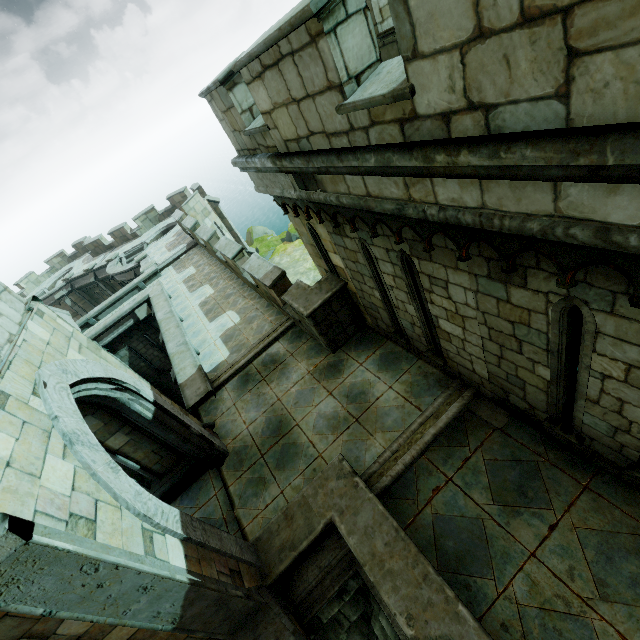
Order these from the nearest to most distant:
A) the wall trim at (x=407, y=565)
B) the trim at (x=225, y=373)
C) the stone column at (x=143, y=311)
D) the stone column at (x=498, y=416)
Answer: the wall trim at (x=407, y=565) < the stone column at (x=498, y=416) < the trim at (x=225, y=373) < the stone column at (x=143, y=311)

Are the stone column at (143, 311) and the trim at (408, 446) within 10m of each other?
no

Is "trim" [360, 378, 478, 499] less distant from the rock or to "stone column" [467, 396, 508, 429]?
"stone column" [467, 396, 508, 429]

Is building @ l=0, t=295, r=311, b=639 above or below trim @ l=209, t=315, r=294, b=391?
above

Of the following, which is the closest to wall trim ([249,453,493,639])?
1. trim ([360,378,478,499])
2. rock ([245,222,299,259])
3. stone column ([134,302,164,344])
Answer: trim ([360,378,478,499])

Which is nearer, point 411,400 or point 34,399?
point 34,399

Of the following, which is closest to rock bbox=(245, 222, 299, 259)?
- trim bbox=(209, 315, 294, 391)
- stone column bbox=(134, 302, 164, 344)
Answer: stone column bbox=(134, 302, 164, 344)

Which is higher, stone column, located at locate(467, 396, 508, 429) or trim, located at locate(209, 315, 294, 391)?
trim, located at locate(209, 315, 294, 391)
